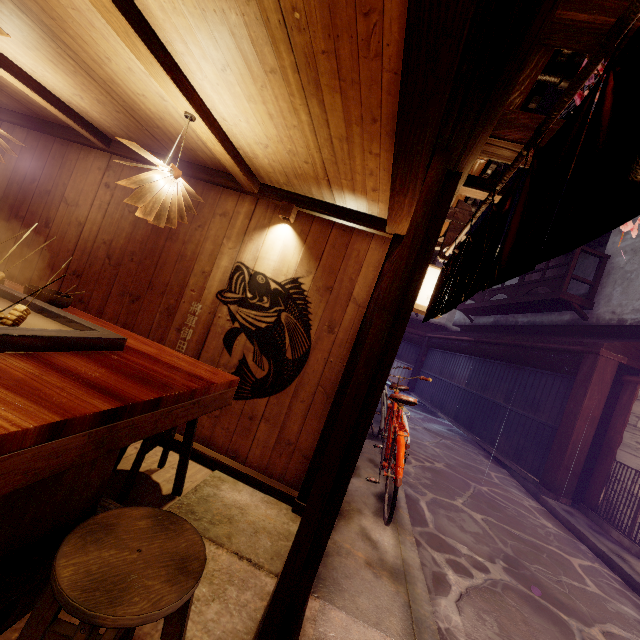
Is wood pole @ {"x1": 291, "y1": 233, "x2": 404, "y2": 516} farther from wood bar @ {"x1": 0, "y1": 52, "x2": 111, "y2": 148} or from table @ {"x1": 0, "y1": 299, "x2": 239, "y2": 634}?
wood bar @ {"x1": 0, "y1": 52, "x2": 111, "y2": 148}

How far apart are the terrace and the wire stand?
14.54m

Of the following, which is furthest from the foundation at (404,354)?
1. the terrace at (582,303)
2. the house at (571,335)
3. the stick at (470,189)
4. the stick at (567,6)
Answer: the terrace at (582,303)

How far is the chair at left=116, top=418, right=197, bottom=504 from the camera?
4.37m

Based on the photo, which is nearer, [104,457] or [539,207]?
[539,207]

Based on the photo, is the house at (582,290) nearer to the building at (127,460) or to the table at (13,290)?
the building at (127,460)

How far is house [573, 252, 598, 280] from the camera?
20.4 meters

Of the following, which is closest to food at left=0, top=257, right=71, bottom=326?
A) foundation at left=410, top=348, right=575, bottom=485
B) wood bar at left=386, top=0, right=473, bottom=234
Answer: wood bar at left=386, top=0, right=473, bottom=234
